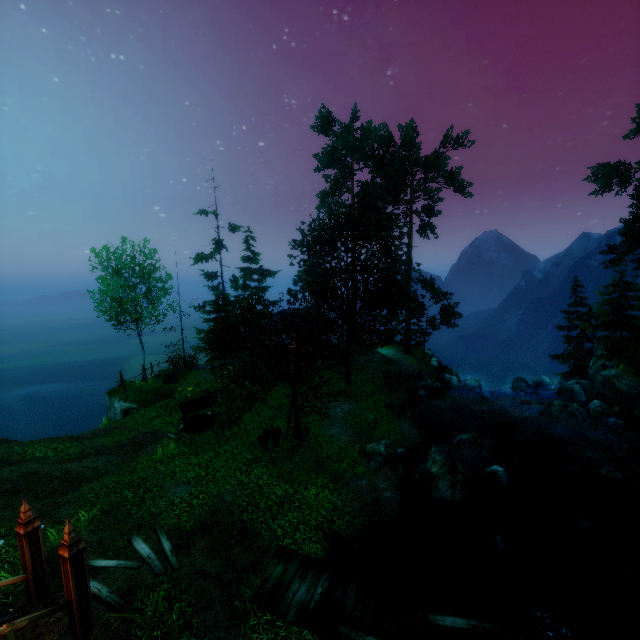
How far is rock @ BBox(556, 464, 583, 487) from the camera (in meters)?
15.71

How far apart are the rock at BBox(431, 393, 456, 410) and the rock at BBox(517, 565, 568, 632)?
12.4 meters

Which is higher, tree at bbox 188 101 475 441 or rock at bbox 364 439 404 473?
tree at bbox 188 101 475 441

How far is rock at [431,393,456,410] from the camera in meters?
22.6 m

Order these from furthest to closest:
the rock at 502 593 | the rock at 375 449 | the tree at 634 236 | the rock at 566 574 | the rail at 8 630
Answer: the tree at 634 236 < the rock at 375 449 < the rock at 566 574 < the rock at 502 593 < the rail at 8 630

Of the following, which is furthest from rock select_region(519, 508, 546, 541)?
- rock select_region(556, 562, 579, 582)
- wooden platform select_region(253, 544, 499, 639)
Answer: wooden platform select_region(253, 544, 499, 639)

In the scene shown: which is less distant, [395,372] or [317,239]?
[395,372]

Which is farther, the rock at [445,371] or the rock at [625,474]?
the rock at [445,371]
